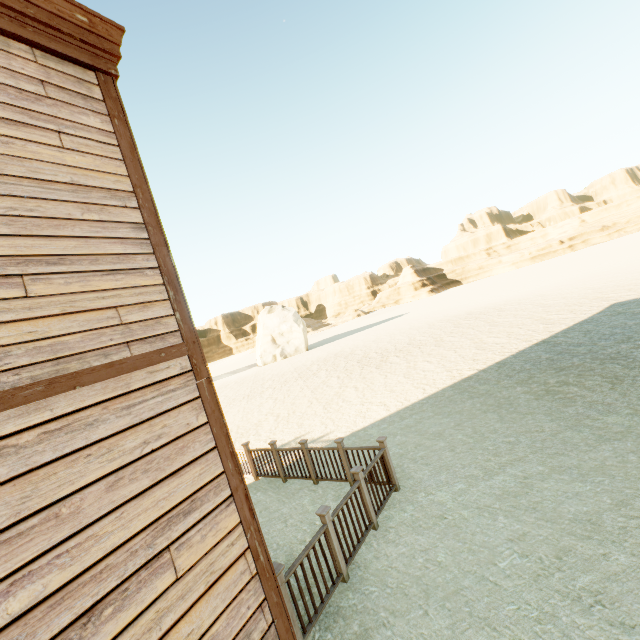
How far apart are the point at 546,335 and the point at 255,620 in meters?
14.3 m

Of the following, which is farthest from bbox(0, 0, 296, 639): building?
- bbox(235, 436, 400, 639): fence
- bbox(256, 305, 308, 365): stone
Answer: bbox(256, 305, 308, 365): stone

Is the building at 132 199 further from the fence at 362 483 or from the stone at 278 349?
the stone at 278 349

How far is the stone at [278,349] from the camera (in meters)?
39.78

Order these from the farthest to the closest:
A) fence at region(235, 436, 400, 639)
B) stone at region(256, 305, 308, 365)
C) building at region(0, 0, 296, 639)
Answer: stone at region(256, 305, 308, 365), fence at region(235, 436, 400, 639), building at region(0, 0, 296, 639)

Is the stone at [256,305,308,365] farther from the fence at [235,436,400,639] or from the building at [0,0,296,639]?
the building at [0,0,296,639]
